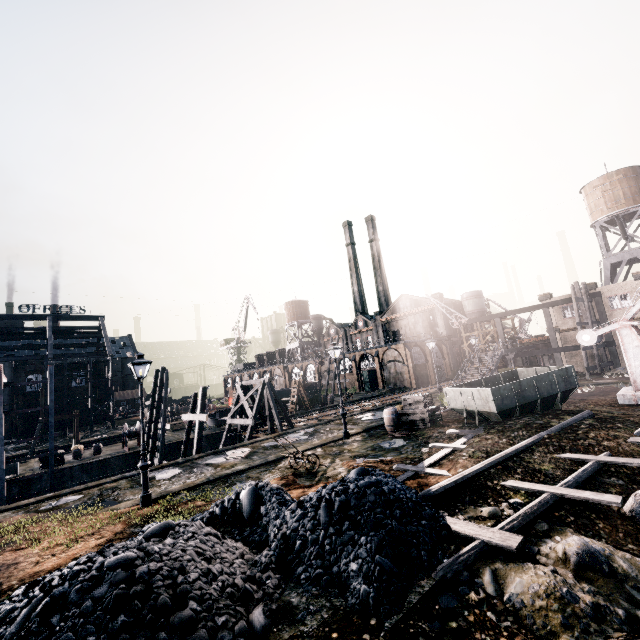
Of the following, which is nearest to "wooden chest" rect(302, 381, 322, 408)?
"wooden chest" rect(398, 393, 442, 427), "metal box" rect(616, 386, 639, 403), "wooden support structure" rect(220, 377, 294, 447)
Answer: "wooden support structure" rect(220, 377, 294, 447)

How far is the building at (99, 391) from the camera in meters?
59.0

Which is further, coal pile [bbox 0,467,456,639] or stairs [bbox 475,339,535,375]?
stairs [bbox 475,339,535,375]

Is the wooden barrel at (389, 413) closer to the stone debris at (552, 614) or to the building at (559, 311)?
the stone debris at (552, 614)

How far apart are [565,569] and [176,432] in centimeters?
4024cm

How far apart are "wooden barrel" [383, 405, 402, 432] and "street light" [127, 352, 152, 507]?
12.67m

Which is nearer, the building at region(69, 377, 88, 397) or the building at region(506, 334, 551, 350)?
the building at region(506, 334, 551, 350)

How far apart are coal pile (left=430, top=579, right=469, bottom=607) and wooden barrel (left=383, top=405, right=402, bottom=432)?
13.4m
